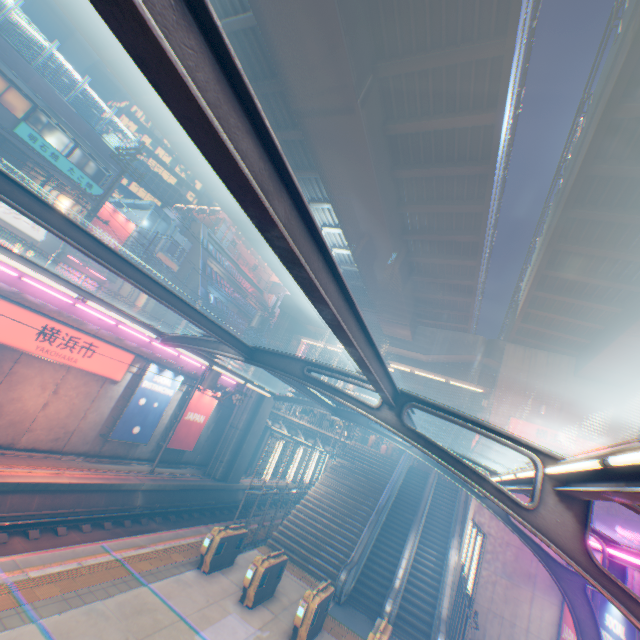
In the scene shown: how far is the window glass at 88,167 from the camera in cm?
2320

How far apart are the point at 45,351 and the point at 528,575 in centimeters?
2446cm

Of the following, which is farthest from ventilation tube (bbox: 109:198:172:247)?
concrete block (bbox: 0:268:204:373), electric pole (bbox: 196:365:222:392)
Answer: electric pole (bbox: 196:365:222:392)

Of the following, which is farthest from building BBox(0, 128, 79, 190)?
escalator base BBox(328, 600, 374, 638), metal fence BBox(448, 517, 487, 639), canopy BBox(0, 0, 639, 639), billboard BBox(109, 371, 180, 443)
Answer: escalator base BBox(328, 600, 374, 638)

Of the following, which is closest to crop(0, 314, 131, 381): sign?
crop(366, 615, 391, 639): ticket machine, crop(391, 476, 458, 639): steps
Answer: crop(366, 615, 391, 639): ticket machine

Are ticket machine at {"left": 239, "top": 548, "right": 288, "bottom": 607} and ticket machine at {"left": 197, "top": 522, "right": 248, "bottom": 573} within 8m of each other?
yes

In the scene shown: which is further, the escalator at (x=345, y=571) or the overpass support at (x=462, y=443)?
the overpass support at (x=462, y=443)

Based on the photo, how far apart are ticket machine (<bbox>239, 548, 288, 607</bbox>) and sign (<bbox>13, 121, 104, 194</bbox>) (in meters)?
26.21
